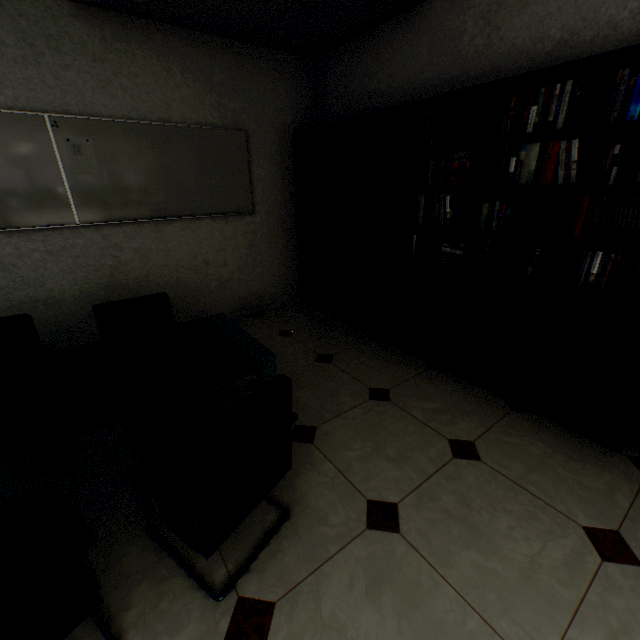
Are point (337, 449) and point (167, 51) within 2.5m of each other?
no

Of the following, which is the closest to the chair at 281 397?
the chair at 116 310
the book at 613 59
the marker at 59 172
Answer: the chair at 116 310

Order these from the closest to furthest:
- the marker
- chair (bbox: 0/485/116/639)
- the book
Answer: chair (bbox: 0/485/116/639) < the book < the marker

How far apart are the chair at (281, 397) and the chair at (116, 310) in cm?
101

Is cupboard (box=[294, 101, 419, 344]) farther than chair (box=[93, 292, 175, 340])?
Yes

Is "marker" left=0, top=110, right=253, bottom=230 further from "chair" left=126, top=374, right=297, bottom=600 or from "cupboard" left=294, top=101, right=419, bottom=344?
"chair" left=126, top=374, right=297, bottom=600

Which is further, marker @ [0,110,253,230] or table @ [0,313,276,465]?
marker @ [0,110,253,230]

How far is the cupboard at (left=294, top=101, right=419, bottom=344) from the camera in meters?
2.8
